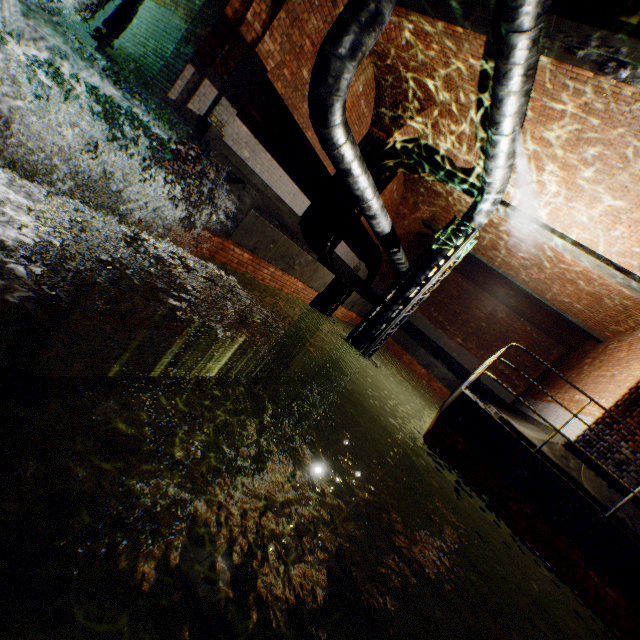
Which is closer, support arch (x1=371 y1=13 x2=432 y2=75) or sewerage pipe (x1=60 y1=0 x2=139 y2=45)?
support arch (x1=371 y1=13 x2=432 y2=75)

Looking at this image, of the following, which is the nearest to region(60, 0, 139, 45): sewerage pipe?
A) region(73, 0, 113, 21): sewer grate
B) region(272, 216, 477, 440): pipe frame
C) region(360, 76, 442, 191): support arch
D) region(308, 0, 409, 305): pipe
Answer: region(73, 0, 113, 21): sewer grate

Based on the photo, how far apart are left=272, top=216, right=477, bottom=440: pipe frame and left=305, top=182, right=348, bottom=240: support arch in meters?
2.6

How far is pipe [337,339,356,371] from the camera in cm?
934

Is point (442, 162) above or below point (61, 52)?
above

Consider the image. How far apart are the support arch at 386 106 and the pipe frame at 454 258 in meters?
2.6

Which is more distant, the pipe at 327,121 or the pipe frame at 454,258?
the pipe frame at 454,258

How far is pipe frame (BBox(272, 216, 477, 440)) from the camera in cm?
867
